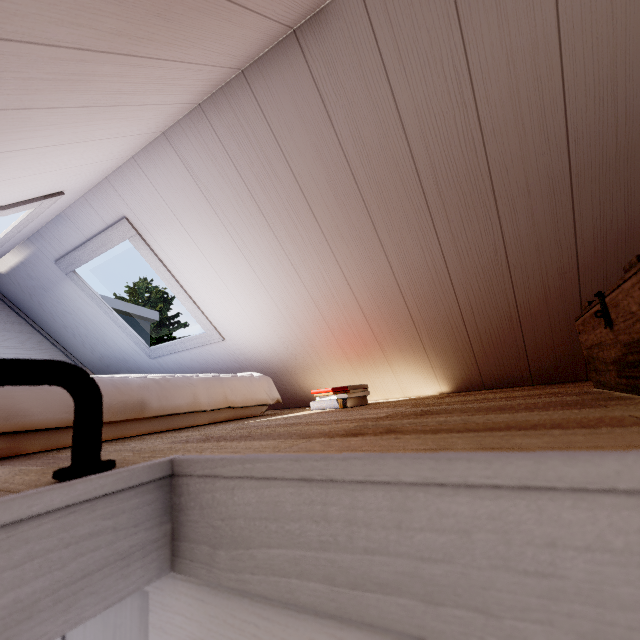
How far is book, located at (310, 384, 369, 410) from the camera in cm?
159

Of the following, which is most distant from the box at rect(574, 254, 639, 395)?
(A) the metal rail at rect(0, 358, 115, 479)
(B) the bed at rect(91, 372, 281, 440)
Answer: (B) the bed at rect(91, 372, 281, 440)

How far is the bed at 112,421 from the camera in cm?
113

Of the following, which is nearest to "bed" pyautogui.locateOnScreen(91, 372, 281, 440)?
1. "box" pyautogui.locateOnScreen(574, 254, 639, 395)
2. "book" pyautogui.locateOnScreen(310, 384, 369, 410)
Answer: "book" pyautogui.locateOnScreen(310, 384, 369, 410)

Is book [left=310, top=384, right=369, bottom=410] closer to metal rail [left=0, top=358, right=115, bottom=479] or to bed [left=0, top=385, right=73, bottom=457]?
bed [left=0, top=385, right=73, bottom=457]

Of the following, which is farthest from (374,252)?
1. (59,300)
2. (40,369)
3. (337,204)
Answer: (59,300)

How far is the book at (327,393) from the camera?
1.59m
